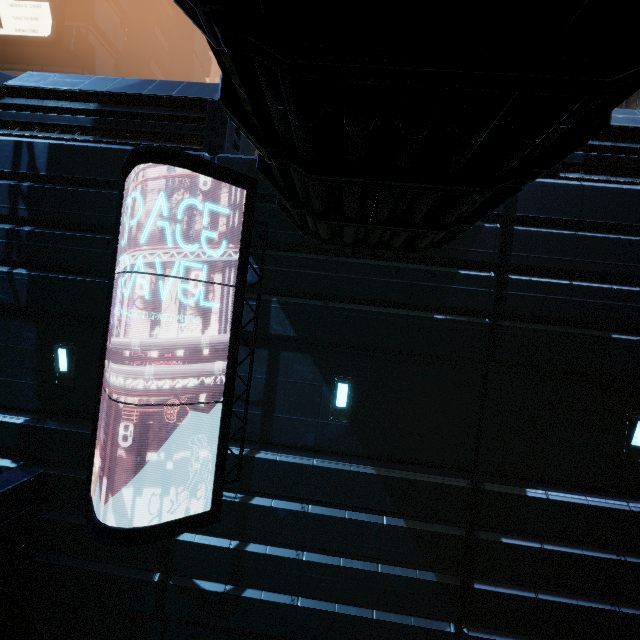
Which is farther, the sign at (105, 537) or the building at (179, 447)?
the building at (179, 447)

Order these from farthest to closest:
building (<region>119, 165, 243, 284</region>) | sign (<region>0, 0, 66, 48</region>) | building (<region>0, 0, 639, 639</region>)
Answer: sign (<region>0, 0, 66, 48</region>), building (<region>119, 165, 243, 284</region>), building (<region>0, 0, 639, 639</region>)

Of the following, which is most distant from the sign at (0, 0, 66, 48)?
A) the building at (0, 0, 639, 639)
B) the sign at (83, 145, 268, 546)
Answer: the sign at (83, 145, 268, 546)

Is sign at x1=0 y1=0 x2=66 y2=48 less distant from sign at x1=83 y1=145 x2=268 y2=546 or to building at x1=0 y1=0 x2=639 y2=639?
building at x1=0 y1=0 x2=639 y2=639

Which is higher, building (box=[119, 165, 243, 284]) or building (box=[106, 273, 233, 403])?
building (box=[119, 165, 243, 284])

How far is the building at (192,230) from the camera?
6.5m

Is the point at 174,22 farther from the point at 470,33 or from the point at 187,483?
the point at 470,33

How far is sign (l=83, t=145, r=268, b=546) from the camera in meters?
5.3
